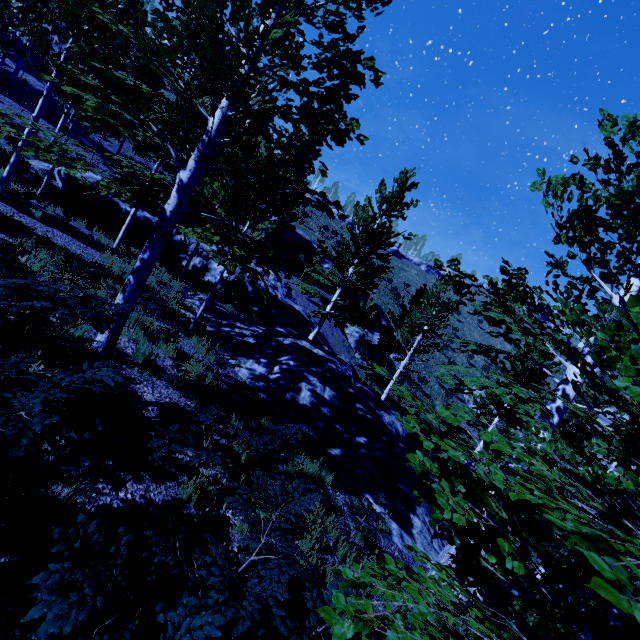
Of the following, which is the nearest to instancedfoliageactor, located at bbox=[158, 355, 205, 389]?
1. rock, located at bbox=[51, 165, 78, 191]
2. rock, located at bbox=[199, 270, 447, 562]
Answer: rock, located at bbox=[199, 270, 447, 562]

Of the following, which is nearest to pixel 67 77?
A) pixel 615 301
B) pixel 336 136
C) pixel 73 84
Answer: pixel 73 84

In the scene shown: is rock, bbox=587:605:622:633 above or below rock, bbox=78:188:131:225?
below

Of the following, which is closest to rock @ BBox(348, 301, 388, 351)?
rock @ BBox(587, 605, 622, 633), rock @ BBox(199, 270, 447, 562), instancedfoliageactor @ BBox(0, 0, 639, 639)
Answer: instancedfoliageactor @ BBox(0, 0, 639, 639)

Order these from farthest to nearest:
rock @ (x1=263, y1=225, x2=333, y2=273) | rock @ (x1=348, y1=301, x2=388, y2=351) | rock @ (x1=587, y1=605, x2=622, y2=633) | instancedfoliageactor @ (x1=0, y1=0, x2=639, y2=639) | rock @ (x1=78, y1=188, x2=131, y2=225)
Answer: rock @ (x1=263, y1=225, x2=333, y2=273)
rock @ (x1=348, y1=301, x2=388, y2=351)
rock @ (x1=78, y1=188, x2=131, y2=225)
rock @ (x1=587, y1=605, x2=622, y2=633)
instancedfoliageactor @ (x1=0, y1=0, x2=639, y2=639)

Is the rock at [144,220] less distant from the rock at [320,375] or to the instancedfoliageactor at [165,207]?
the instancedfoliageactor at [165,207]

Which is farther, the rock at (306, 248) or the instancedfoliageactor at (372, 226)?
the rock at (306, 248)

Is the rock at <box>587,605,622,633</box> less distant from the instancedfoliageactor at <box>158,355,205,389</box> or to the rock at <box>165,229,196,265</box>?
the instancedfoliageactor at <box>158,355,205,389</box>
